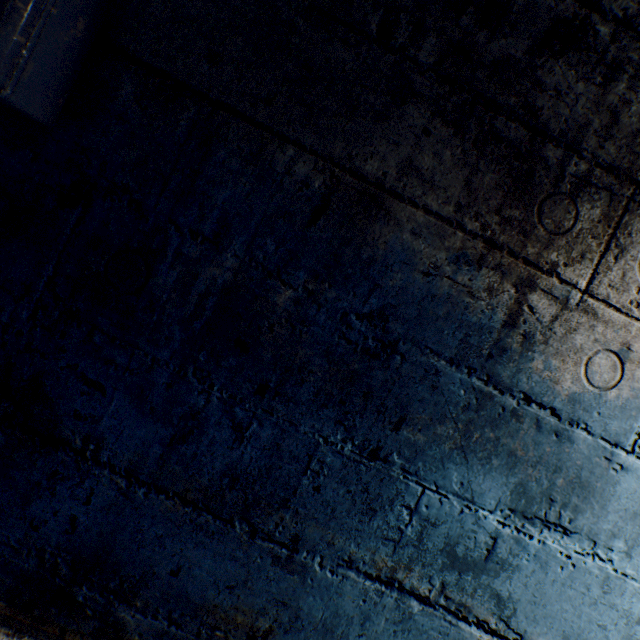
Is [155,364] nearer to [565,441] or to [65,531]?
[65,531]
